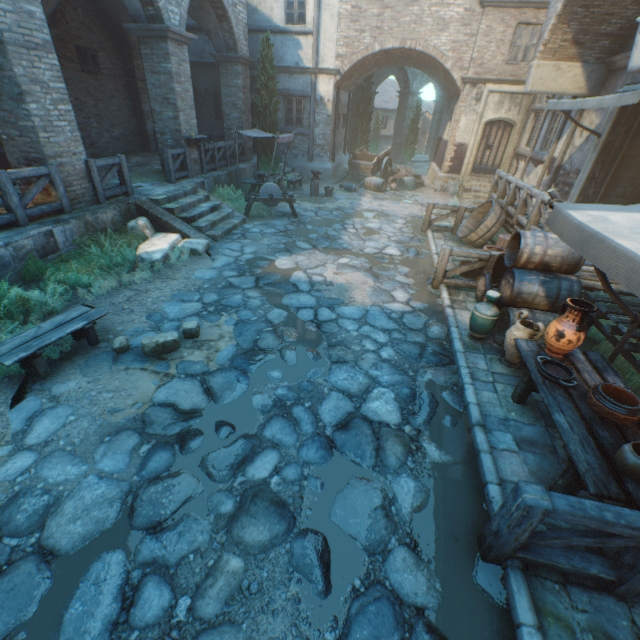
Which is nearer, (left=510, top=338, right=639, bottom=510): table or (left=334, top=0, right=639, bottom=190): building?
(left=510, top=338, right=639, bottom=510): table

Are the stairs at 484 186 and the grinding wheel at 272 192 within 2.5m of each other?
no

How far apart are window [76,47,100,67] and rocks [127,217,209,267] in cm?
934

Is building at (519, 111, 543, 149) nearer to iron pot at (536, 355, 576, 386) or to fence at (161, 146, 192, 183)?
fence at (161, 146, 192, 183)

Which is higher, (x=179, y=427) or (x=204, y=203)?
(x=204, y=203)

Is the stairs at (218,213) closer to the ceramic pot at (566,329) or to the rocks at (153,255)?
the rocks at (153,255)

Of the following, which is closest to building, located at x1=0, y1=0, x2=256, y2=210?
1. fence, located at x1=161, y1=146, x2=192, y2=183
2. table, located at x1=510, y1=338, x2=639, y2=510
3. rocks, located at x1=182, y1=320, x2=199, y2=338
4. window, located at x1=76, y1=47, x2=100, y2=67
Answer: table, located at x1=510, y1=338, x2=639, y2=510

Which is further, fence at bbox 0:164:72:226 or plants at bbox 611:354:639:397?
fence at bbox 0:164:72:226
